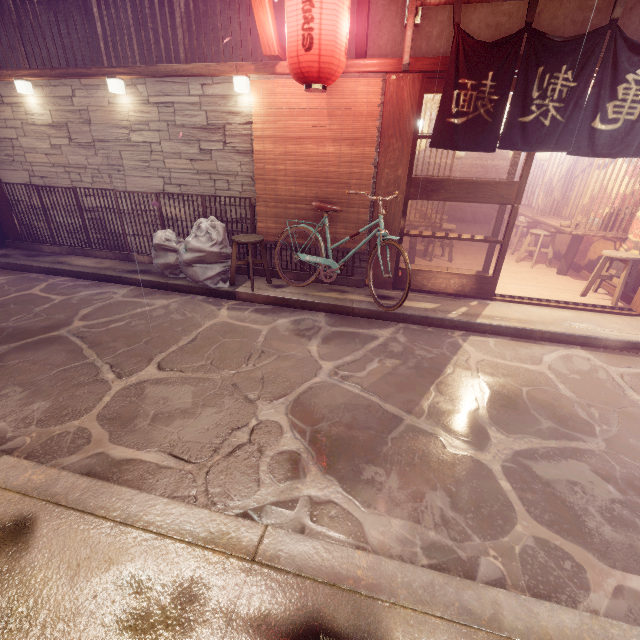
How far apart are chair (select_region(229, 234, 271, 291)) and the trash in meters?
0.0 m

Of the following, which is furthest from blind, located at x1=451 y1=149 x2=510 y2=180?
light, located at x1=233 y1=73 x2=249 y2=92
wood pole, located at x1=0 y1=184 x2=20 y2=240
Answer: wood pole, located at x1=0 y1=184 x2=20 y2=240

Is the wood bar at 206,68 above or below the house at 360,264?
above

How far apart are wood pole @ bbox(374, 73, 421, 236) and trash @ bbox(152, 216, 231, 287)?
3.9m

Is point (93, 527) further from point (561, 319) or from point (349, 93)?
point (561, 319)

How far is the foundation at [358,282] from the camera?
9.4 meters

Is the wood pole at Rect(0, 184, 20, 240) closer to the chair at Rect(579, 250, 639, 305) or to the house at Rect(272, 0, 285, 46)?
the house at Rect(272, 0, 285, 46)

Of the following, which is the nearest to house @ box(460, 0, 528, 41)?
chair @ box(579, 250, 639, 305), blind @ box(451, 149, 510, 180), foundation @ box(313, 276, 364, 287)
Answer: chair @ box(579, 250, 639, 305)
